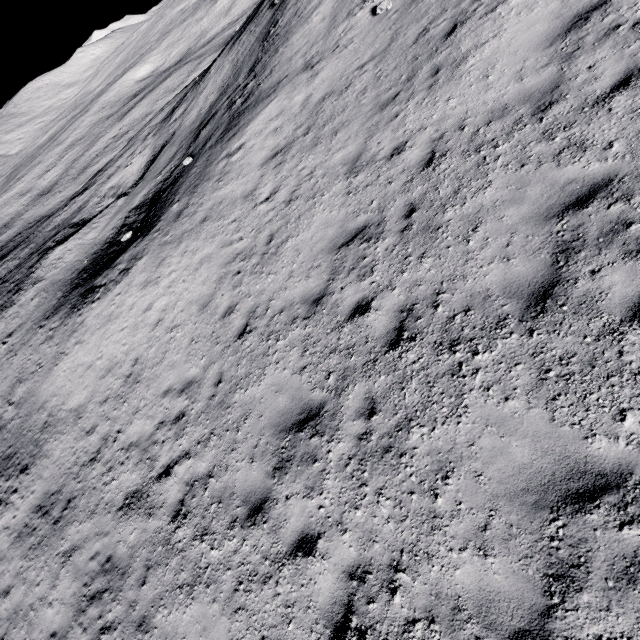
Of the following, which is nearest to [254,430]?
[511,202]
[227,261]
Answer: [227,261]
